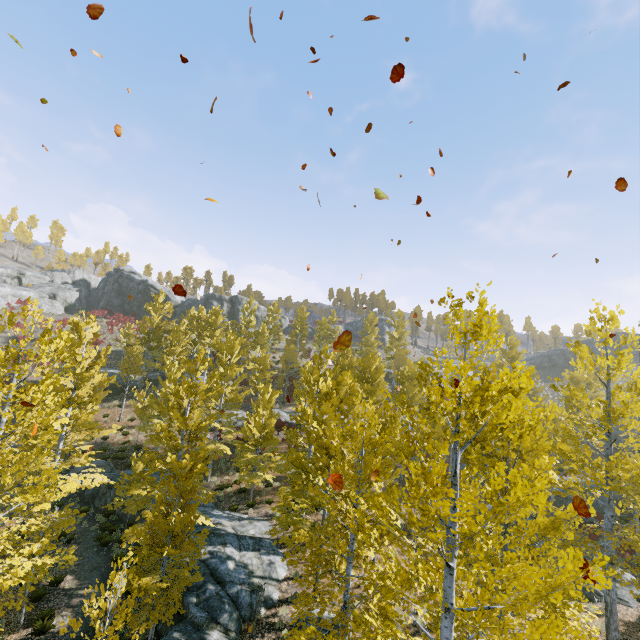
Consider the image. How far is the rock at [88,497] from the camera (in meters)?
21.08

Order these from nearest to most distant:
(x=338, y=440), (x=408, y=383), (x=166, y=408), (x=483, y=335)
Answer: (x=483, y=335), (x=338, y=440), (x=166, y=408), (x=408, y=383)

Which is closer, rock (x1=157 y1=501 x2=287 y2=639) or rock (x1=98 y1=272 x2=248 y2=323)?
rock (x1=157 y1=501 x2=287 y2=639)

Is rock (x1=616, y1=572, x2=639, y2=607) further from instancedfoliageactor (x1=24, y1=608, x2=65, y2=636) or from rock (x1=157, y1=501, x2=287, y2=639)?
rock (x1=157, y1=501, x2=287, y2=639)

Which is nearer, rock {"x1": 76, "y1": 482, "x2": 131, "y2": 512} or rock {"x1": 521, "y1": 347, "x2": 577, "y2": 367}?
rock {"x1": 76, "y1": 482, "x2": 131, "y2": 512}

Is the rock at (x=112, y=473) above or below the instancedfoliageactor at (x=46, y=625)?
above

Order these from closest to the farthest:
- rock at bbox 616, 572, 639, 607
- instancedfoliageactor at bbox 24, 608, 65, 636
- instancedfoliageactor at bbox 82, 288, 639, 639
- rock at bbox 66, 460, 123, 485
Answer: instancedfoliageactor at bbox 82, 288, 639, 639 < instancedfoliageactor at bbox 24, 608, 65, 636 < rock at bbox 616, 572, 639, 607 < rock at bbox 66, 460, 123, 485

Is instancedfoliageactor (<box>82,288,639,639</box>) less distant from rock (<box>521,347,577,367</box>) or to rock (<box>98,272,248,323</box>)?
rock (<box>98,272,248,323</box>)
